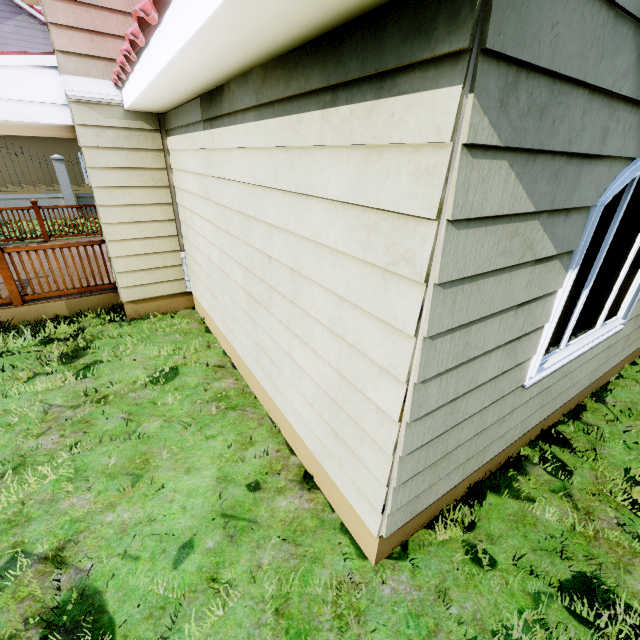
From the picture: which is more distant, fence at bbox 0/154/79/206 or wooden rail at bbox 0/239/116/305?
fence at bbox 0/154/79/206

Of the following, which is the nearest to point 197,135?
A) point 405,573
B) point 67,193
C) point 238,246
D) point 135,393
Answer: point 238,246

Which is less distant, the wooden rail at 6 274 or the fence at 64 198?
the wooden rail at 6 274
